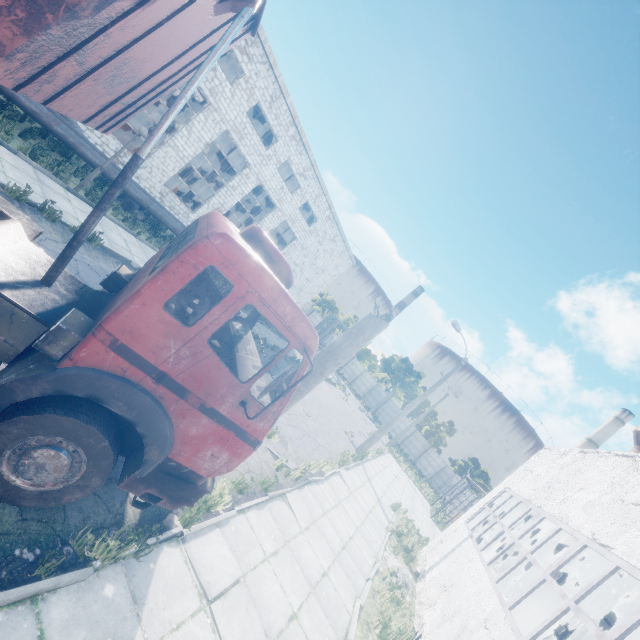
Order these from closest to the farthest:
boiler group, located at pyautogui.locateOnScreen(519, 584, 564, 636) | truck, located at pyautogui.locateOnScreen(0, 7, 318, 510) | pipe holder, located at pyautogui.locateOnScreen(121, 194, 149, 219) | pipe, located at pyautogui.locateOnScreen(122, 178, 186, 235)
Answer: truck, located at pyautogui.locateOnScreen(0, 7, 318, 510), boiler group, located at pyautogui.locateOnScreen(519, 584, 564, 636), pipe, located at pyautogui.locateOnScreen(122, 178, 186, 235), pipe holder, located at pyautogui.locateOnScreen(121, 194, 149, 219)

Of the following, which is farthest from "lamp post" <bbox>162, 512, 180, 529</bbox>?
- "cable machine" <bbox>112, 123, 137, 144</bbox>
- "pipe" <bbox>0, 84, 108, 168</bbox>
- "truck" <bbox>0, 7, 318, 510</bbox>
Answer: "cable machine" <bbox>112, 123, 137, 144</bbox>

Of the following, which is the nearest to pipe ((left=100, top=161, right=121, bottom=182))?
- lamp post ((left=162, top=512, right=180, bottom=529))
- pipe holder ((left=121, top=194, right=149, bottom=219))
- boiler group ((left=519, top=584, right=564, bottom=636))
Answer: pipe holder ((left=121, top=194, right=149, bottom=219))

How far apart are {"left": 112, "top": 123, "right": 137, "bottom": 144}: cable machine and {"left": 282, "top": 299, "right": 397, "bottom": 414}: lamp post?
19.87m

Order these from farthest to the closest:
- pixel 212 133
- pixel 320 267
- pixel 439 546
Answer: pixel 320 267 → pixel 212 133 → pixel 439 546

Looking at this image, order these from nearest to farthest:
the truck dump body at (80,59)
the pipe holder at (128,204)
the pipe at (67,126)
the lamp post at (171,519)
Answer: the truck dump body at (80,59) < the lamp post at (171,519) < the pipe at (67,126) < the pipe holder at (128,204)

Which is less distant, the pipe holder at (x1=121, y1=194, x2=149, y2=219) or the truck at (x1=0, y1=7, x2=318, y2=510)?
the truck at (x1=0, y1=7, x2=318, y2=510)

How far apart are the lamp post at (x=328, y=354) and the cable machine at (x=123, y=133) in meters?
19.9
